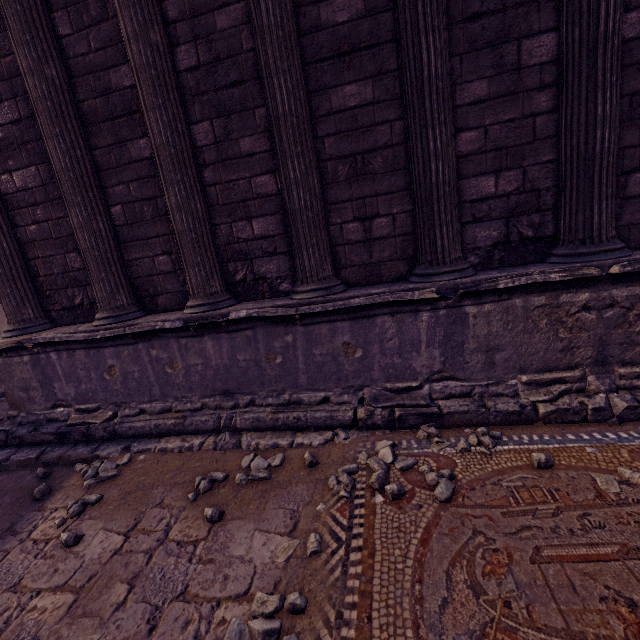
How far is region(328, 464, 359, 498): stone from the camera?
2.67m

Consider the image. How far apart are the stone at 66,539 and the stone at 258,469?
1.3 meters

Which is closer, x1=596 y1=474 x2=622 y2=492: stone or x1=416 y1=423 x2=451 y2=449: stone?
x1=596 y1=474 x2=622 y2=492: stone

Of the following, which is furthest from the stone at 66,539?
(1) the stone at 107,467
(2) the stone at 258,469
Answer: (2) the stone at 258,469

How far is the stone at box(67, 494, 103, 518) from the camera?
3.1m

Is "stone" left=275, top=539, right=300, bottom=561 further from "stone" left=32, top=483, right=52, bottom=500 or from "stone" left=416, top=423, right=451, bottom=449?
"stone" left=32, top=483, right=52, bottom=500

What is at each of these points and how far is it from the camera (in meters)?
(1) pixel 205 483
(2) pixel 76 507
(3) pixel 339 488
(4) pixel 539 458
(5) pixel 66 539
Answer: (1) stone, 3.13
(2) stone, 3.15
(3) stone, 2.73
(4) stone, 2.54
(5) stone, 2.74

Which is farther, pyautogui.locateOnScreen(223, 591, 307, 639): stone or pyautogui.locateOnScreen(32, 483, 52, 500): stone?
pyautogui.locateOnScreen(32, 483, 52, 500): stone
